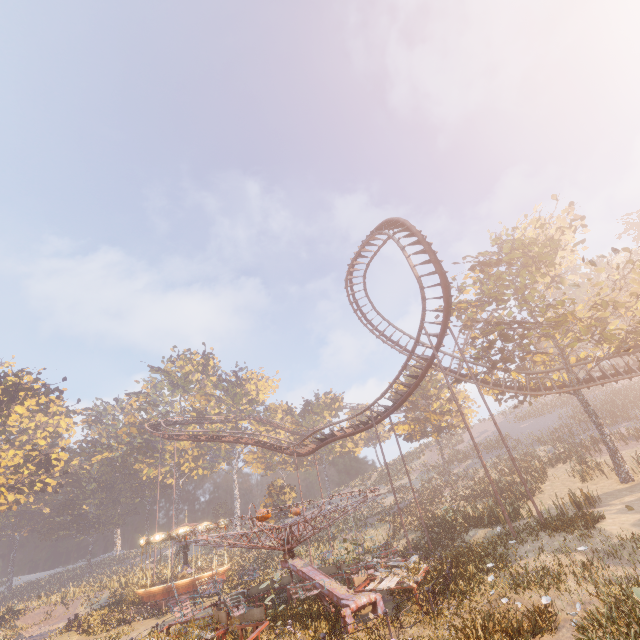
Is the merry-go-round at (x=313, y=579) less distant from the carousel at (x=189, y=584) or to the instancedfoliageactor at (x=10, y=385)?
the carousel at (x=189, y=584)

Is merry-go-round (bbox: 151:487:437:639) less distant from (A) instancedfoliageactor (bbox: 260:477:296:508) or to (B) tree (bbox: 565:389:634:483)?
(A) instancedfoliageactor (bbox: 260:477:296:508)

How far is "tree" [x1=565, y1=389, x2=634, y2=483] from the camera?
21.36m

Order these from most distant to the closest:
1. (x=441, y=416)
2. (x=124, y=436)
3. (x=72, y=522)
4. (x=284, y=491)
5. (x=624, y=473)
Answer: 1. (x=124, y=436)
2. (x=72, y=522)
3. (x=284, y=491)
4. (x=441, y=416)
5. (x=624, y=473)

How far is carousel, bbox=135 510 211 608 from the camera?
26.0m

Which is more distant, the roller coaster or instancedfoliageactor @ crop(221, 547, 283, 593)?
instancedfoliageactor @ crop(221, 547, 283, 593)

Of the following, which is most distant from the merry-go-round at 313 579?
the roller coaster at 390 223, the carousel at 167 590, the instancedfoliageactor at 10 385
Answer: the instancedfoliageactor at 10 385

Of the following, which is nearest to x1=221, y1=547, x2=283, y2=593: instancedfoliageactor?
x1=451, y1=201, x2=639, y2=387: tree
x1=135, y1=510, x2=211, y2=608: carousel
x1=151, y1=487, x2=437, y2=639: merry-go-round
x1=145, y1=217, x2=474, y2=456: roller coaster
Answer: x1=135, y1=510, x2=211, y2=608: carousel
